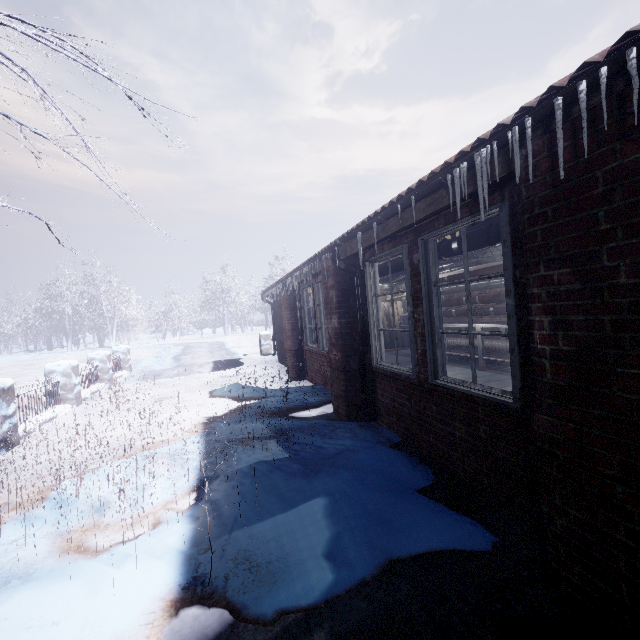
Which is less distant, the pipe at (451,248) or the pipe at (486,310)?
the pipe at (451,248)

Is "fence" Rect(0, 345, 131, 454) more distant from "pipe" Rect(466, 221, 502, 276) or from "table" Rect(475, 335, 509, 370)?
"table" Rect(475, 335, 509, 370)

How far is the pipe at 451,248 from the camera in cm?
324

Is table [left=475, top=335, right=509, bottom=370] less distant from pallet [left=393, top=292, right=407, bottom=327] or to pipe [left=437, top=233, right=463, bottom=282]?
pipe [left=437, top=233, right=463, bottom=282]

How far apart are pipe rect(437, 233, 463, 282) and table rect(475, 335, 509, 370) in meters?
0.9

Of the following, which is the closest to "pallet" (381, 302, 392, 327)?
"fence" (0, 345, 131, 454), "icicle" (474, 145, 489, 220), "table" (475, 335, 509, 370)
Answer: "table" (475, 335, 509, 370)

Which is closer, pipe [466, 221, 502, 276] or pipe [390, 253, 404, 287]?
pipe [466, 221, 502, 276]

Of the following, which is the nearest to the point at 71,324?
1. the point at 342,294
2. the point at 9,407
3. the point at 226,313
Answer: the point at 226,313
